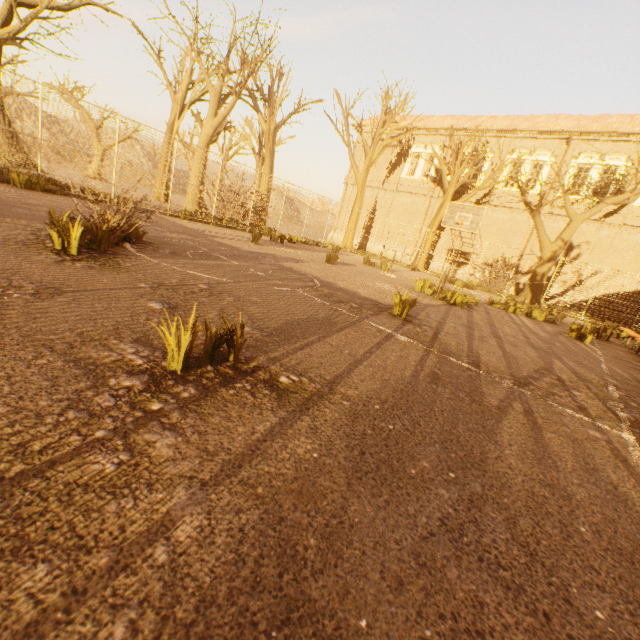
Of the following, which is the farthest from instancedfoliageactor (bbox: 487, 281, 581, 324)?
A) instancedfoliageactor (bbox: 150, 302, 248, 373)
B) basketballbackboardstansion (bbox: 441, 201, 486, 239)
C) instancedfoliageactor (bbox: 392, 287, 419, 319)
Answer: instancedfoliageactor (bbox: 150, 302, 248, 373)

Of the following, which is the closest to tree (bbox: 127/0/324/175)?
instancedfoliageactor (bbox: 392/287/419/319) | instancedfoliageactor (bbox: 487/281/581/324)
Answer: instancedfoliageactor (bbox: 487/281/581/324)

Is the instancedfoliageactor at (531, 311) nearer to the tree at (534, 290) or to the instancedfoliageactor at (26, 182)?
the tree at (534, 290)

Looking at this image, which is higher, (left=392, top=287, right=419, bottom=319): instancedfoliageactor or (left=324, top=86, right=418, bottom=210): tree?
(left=324, top=86, right=418, bottom=210): tree

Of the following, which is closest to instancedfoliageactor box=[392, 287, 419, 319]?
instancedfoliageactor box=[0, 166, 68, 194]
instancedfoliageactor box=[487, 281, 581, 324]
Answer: instancedfoliageactor box=[487, 281, 581, 324]

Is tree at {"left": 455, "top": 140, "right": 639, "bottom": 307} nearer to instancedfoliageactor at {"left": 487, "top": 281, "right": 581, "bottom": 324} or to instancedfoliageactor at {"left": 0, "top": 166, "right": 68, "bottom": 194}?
instancedfoliageactor at {"left": 0, "top": 166, "right": 68, "bottom": 194}

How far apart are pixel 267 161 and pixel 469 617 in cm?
2102

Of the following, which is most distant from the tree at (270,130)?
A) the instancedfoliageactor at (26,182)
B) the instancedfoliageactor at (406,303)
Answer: the instancedfoliageactor at (406,303)
